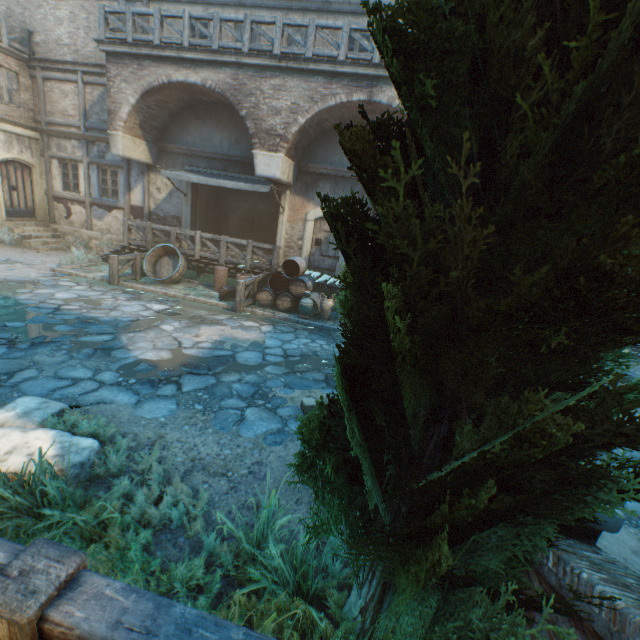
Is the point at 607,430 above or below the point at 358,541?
above

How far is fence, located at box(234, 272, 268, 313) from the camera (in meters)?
9.58

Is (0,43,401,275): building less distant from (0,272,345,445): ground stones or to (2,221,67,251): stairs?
(0,272,345,445): ground stones

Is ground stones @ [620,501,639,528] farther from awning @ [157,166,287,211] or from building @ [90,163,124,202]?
awning @ [157,166,287,211]

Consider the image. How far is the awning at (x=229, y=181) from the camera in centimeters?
1112cm

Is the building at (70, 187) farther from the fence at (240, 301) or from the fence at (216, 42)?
the fence at (216, 42)

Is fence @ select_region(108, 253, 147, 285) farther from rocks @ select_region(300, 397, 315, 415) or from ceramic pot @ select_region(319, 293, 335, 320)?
rocks @ select_region(300, 397, 315, 415)

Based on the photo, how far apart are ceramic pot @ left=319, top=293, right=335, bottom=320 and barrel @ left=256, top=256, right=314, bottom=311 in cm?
6
